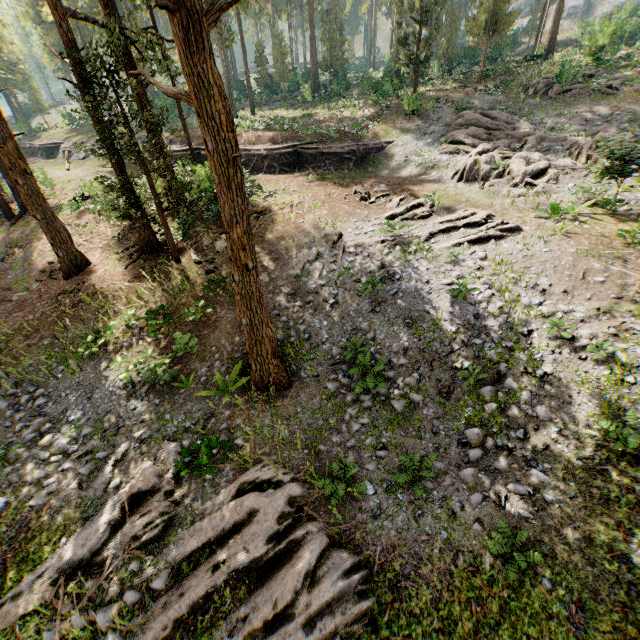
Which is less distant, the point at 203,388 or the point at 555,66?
the point at 203,388

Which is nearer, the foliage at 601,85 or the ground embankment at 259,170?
the foliage at 601,85

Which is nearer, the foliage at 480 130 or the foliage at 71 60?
the foliage at 71 60

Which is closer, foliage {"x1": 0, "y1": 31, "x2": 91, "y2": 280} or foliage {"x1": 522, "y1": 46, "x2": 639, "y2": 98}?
foliage {"x1": 0, "y1": 31, "x2": 91, "y2": 280}

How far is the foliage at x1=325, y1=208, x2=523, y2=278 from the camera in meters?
14.1

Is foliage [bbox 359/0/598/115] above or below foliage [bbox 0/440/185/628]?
above

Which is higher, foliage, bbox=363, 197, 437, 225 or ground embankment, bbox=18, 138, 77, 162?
ground embankment, bbox=18, 138, 77, 162
